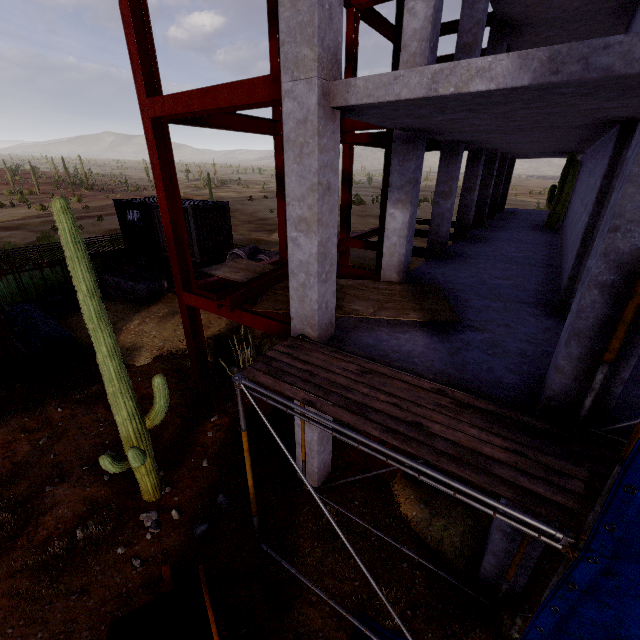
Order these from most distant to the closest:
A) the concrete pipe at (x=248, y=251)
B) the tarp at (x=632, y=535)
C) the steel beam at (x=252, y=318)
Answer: the concrete pipe at (x=248, y=251), the steel beam at (x=252, y=318), the tarp at (x=632, y=535)

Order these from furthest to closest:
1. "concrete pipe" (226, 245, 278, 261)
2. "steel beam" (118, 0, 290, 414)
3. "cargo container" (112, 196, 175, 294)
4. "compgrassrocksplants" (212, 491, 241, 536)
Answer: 1. "cargo container" (112, 196, 175, 294)
2. "concrete pipe" (226, 245, 278, 261)
3. "compgrassrocksplants" (212, 491, 241, 536)
4. "steel beam" (118, 0, 290, 414)

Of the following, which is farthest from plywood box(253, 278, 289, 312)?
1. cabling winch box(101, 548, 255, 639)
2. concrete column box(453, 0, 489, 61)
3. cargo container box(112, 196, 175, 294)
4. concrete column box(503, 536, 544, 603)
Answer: cargo container box(112, 196, 175, 294)

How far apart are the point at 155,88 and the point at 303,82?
4.1m

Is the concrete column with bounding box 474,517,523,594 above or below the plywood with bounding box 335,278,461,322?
below

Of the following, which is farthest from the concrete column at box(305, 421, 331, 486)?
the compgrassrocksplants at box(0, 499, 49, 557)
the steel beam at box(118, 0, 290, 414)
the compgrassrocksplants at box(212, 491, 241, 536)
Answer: the compgrassrocksplants at box(0, 499, 49, 557)

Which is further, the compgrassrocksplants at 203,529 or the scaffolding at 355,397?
the compgrassrocksplants at 203,529

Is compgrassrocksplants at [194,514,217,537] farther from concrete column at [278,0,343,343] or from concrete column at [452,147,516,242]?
concrete column at [452,147,516,242]
